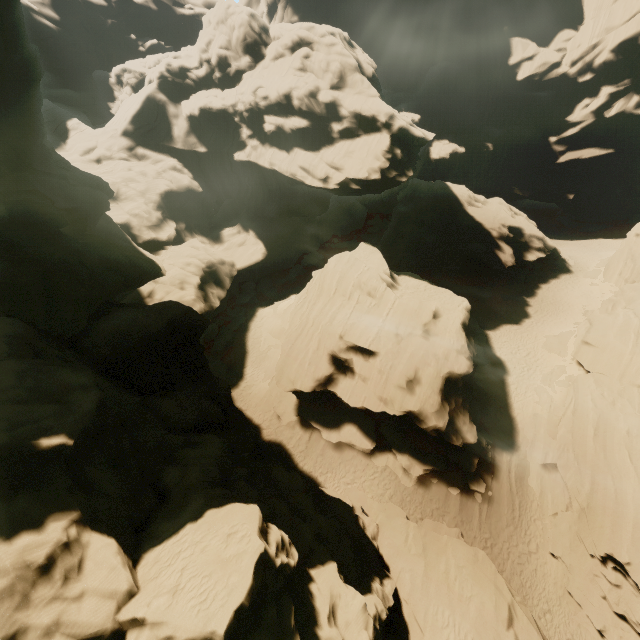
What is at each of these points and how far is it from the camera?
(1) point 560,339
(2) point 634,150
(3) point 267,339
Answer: (1) rock, 30.28m
(2) rock, 51.66m
(3) rock, 32.53m

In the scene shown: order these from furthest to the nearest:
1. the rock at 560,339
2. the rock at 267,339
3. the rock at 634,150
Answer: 1. the rock at 267,339
2. the rock at 560,339
3. the rock at 634,150

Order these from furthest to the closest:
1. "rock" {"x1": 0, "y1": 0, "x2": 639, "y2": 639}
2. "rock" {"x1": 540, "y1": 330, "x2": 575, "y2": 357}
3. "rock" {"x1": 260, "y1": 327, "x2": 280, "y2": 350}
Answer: "rock" {"x1": 260, "y1": 327, "x2": 280, "y2": 350}, "rock" {"x1": 540, "y1": 330, "x2": 575, "y2": 357}, "rock" {"x1": 0, "y1": 0, "x2": 639, "y2": 639}

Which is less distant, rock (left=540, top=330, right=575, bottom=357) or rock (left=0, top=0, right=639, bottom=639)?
rock (left=0, top=0, right=639, bottom=639)

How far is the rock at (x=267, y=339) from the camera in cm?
3206

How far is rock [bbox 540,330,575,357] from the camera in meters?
29.2 m

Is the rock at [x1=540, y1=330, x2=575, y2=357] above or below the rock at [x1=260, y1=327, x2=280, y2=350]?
above
